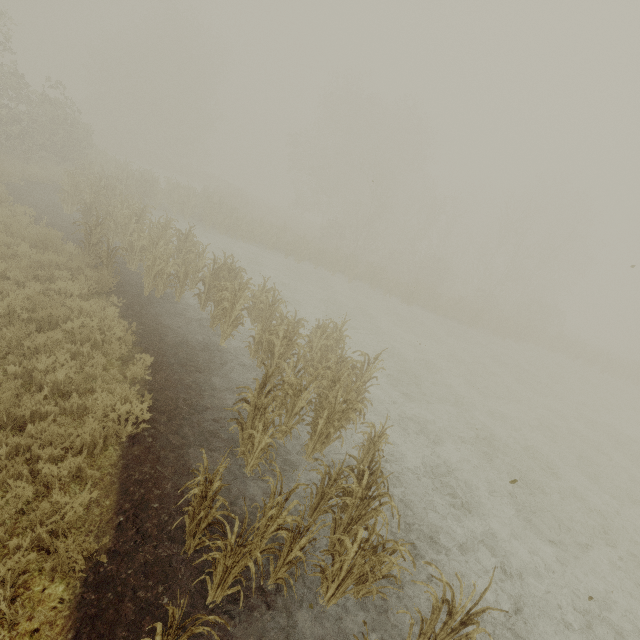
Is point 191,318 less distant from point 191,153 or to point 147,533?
point 147,533
